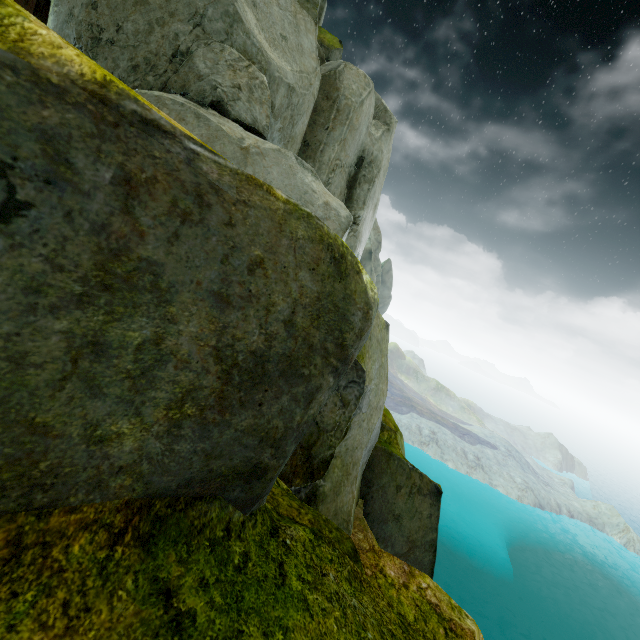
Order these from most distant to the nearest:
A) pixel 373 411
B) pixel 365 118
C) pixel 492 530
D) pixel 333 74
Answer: pixel 492 530 → pixel 365 118 → pixel 373 411 → pixel 333 74
